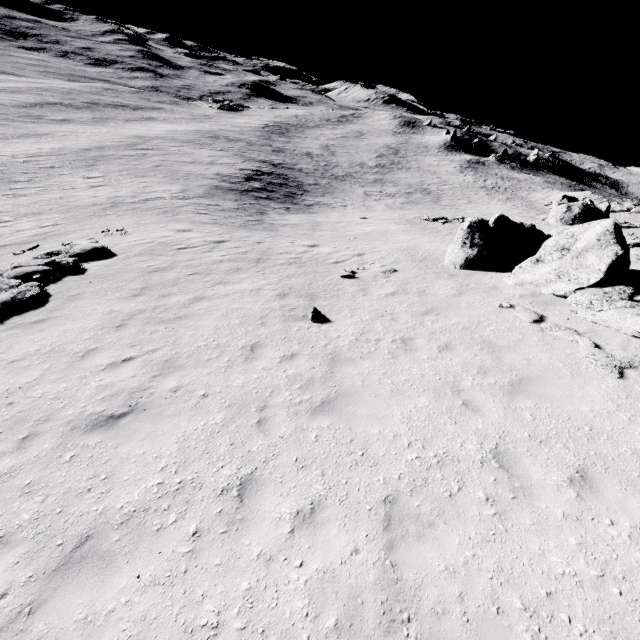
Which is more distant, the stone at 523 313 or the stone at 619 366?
the stone at 523 313

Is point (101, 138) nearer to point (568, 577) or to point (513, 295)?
point (513, 295)

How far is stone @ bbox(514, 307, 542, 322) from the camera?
9.8m

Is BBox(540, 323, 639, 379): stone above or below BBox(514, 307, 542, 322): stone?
above

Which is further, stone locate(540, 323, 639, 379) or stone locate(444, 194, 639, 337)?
stone locate(444, 194, 639, 337)
